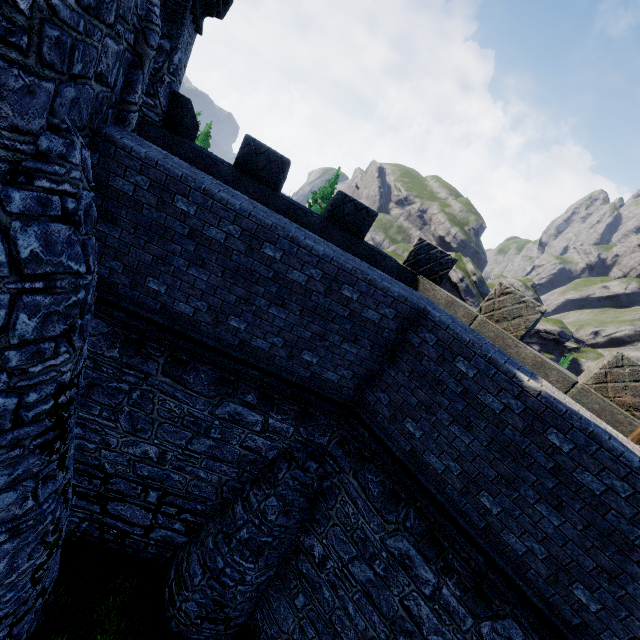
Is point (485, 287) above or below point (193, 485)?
above
